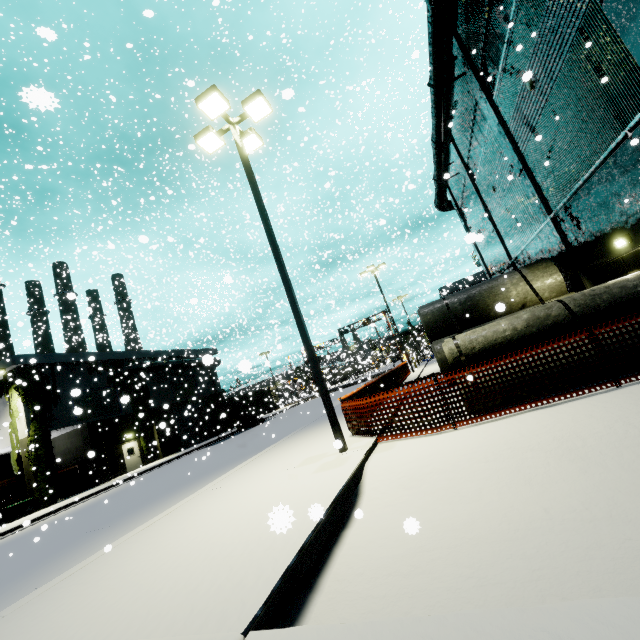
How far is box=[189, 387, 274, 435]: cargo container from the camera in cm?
2891

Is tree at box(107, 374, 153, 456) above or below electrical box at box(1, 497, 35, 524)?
above

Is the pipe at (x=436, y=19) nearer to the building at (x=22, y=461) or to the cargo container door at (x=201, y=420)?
the building at (x=22, y=461)

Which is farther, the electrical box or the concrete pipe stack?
the electrical box

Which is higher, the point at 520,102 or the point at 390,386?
the point at 520,102

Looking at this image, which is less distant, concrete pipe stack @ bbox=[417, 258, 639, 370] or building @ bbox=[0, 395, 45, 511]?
concrete pipe stack @ bbox=[417, 258, 639, 370]

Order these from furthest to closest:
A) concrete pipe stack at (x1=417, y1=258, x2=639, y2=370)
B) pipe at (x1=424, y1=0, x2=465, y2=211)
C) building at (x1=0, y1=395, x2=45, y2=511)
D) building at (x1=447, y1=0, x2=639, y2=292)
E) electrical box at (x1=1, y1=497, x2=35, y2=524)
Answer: building at (x1=0, y1=395, x2=45, y2=511), electrical box at (x1=1, y1=497, x2=35, y2=524), pipe at (x1=424, y1=0, x2=465, y2=211), building at (x1=447, y1=0, x2=639, y2=292), concrete pipe stack at (x1=417, y1=258, x2=639, y2=370)

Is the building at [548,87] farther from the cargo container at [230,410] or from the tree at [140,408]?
the cargo container at [230,410]
